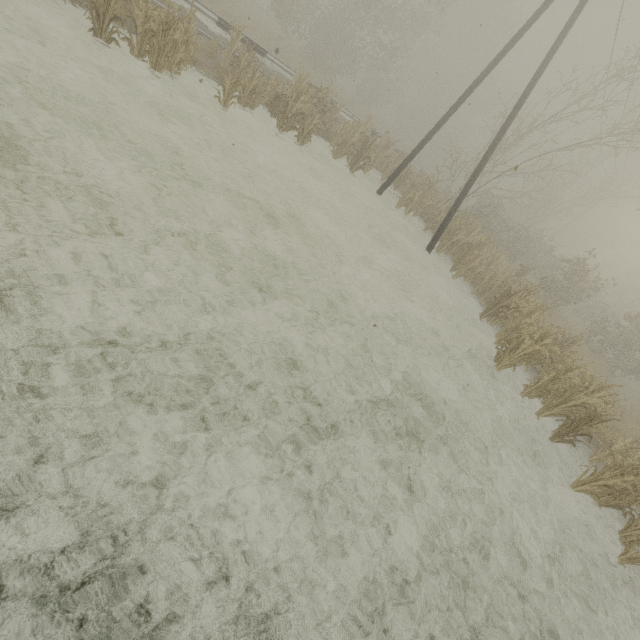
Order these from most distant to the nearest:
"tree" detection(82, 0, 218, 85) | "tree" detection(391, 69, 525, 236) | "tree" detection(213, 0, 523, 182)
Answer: "tree" detection(391, 69, 525, 236) → "tree" detection(213, 0, 523, 182) → "tree" detection(82, 0, 218, 85)

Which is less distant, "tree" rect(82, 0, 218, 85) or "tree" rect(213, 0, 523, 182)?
"tree" rect(82, 0, 218, 85)

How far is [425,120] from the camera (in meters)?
43.28

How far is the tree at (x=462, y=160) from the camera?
15.6m

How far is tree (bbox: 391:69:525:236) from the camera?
15.6 meters

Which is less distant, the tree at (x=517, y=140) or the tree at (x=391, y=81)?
the tree at (x=517, y=140)

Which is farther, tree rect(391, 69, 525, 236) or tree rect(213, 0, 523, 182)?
tree rect(391, 69, 525, 236)
